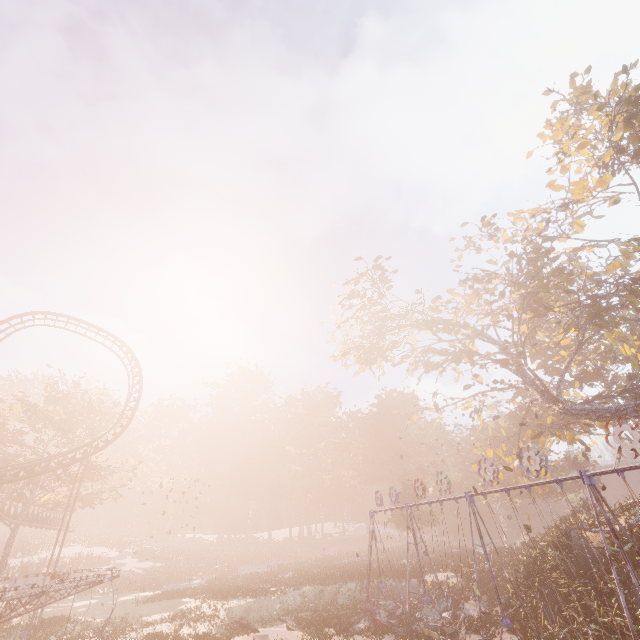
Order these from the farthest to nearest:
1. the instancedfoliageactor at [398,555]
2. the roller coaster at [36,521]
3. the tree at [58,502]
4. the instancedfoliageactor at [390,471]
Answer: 1. the instancedfoliageactor at [390,471]
2. the roller coaster at [36,521]
3. the tree at [58,502]
4. the instancedfoliageactor at [398,555]

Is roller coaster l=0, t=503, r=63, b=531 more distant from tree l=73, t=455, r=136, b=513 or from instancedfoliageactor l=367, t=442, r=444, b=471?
instancedfoliageactor l=367, t=442, r=444, b=471

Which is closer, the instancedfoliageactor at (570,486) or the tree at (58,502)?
the instancedfoliageactor at (570,486)

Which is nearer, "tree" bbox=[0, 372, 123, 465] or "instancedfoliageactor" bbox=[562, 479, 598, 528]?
"instancedfoliageactor" bbox=[562, 479, 598, 528]

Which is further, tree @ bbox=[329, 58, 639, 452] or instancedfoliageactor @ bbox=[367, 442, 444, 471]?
instancedfoliageactor @ bbox=[367, 442, 444, 471]

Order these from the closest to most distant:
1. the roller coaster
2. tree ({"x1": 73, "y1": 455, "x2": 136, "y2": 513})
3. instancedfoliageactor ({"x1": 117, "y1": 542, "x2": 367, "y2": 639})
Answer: instancedfoliageactor ({"x1": 117, "y1": 542, "x2": 367, "y2": 639}) < the roller coaster < tree ({"x1": 73, "y1": 455, "x2": 136, "y2": 513})

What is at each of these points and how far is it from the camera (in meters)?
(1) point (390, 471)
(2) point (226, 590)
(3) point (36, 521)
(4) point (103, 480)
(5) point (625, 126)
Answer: (1) instancedfoliageactor, 57.06
(2) instancedfoliageactor, 28.69
(3) roller coaster, 33.97
(4) tree, 34.81
(5) tree, 21.59

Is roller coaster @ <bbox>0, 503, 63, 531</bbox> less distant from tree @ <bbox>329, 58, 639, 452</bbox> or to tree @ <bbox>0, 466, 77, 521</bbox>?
tree @ <bbox>0, 466, 77, 521</bbox>
